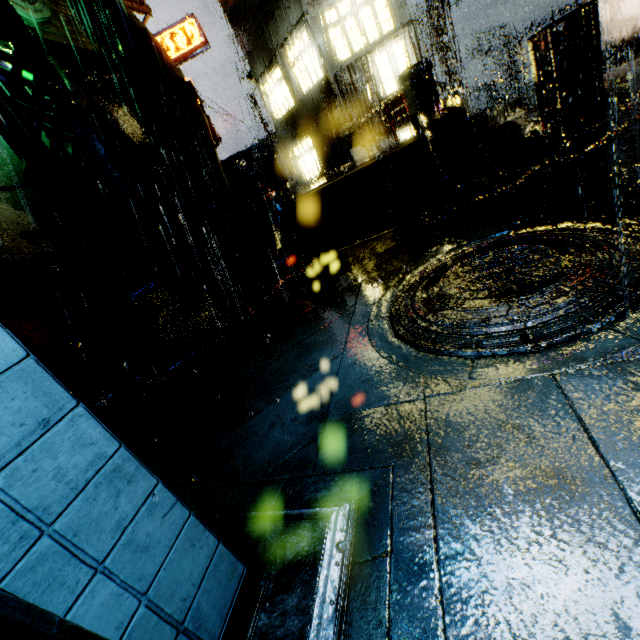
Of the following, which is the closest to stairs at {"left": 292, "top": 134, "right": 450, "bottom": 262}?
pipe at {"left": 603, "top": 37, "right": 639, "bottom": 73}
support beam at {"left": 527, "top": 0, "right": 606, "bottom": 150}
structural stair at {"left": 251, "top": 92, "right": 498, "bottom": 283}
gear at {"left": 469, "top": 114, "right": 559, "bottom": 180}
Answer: structural stair at {"left": 251, "top": 92, "right": 498, "bottom": 283}

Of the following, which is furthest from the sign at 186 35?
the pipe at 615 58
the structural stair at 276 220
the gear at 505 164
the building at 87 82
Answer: the pipe at 615 58

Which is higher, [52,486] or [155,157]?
[155,157]

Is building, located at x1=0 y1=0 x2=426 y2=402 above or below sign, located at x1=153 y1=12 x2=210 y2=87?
below

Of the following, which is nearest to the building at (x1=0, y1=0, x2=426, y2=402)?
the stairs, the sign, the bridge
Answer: the bridge

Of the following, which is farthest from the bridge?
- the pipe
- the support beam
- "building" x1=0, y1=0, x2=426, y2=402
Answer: the support beam

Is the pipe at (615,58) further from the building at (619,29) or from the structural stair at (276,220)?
the structural stair at (276,220)

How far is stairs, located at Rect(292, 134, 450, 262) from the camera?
7.11m
